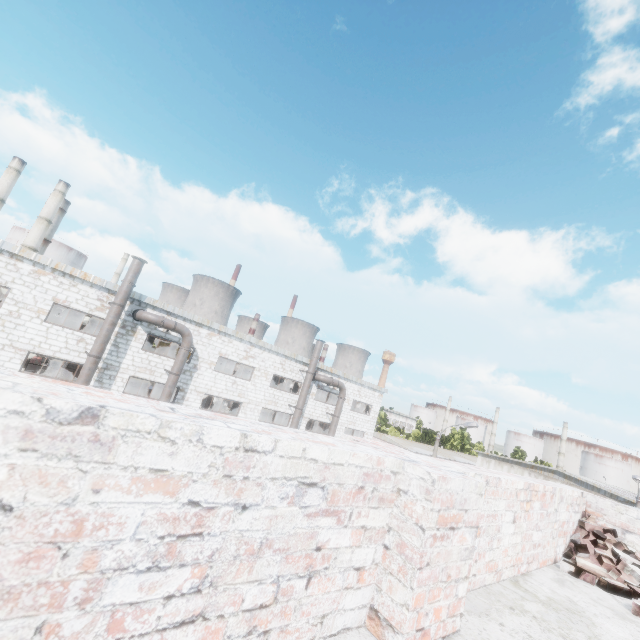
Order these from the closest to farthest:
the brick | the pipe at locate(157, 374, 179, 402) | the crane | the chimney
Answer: the brick < the pipe at locate(157, 374, 179, 402) < the crane < the chimney

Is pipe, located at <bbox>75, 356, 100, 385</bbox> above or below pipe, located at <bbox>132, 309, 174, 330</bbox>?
below

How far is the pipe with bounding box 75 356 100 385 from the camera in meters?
15.6

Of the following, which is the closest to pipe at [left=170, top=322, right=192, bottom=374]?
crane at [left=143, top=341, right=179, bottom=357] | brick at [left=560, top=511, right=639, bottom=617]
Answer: crane at [left=143, top=341, right=179, bottom=357]

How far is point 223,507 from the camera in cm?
110

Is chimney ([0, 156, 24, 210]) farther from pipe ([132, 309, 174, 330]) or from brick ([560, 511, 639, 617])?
brick ([560, 511, 639, 617])

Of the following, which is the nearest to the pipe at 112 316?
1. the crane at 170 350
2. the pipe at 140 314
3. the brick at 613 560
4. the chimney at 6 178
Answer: the pipe at 140 314

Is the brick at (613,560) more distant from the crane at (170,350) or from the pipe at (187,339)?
the crane at (170,350)
